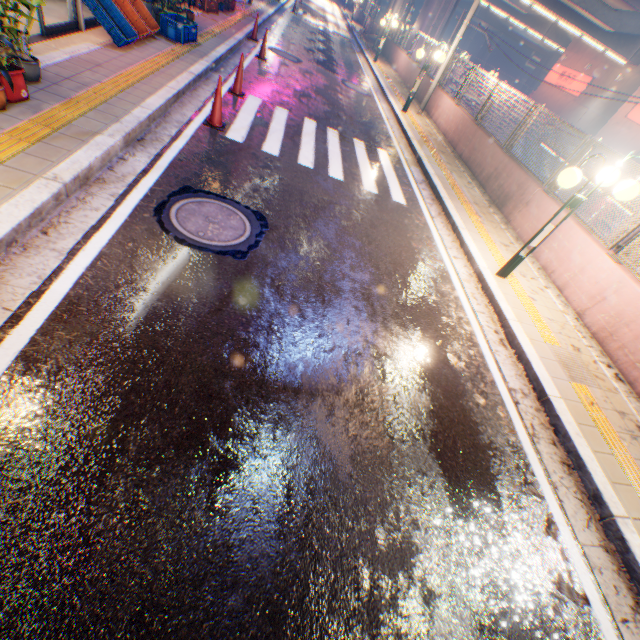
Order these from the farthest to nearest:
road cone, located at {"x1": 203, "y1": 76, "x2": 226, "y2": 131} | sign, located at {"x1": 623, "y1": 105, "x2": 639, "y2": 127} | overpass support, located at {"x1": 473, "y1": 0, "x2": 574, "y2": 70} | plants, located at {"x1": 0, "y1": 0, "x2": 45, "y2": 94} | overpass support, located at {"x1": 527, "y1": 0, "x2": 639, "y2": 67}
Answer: overpass support, located at {"x1": 473, "y1": 0, "x2": 574, "y2": 70} < sign, located at {"x1": 623, "y1": 105, "x2": 639, "y2": 127} < overpass support, located at {"x1": 527, "y1": 0, "x2": 639, "y2": 67} < road cone, located at {"x1": 203, "y1": 76, "x2": 226, "y2": 131} < plants, located at {"x1": 0, "y1": 0, "x2": 45, "y2": 94}

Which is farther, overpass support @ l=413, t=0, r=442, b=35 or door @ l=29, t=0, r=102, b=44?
overpass support @ l=413, t=0, r=442, b=35

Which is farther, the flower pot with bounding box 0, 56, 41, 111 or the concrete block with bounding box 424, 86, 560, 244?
the concrete block with bounding box 424, 86, 560, 244

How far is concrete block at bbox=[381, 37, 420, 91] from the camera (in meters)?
17.58

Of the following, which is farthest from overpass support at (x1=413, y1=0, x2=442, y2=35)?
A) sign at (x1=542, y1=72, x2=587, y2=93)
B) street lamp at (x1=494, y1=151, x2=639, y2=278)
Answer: street lamp at (x1=494, y1=151, x2=639, y2=278)

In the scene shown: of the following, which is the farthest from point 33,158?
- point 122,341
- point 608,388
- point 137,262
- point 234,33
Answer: point 234,33

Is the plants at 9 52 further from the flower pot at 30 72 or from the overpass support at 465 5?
the overpass support at 465 5

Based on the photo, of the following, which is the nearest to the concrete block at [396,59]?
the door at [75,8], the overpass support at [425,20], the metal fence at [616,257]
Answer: the metal fence at [616,257]
